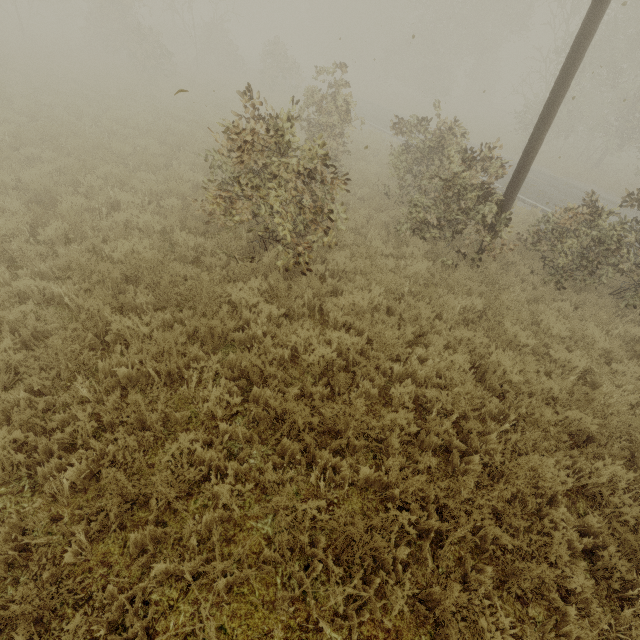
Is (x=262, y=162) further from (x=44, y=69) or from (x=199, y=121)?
(x=44, y=69)
